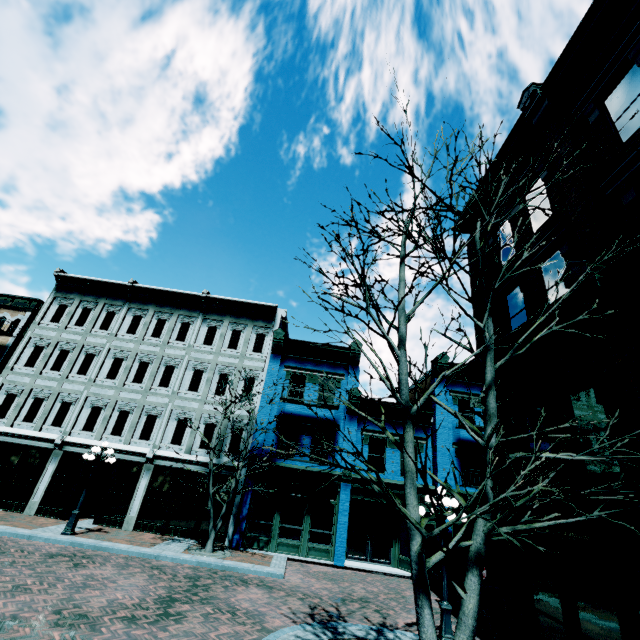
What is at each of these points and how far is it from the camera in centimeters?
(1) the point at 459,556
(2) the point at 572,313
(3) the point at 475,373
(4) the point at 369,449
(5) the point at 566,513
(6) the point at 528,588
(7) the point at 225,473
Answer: (1) building, 1589cm
(2) building, 755cm
(3) building, 1172cm
(4) building, 1795cm
(5) building, 735cm
(6) building, 824cm
(7) building, 1708cm

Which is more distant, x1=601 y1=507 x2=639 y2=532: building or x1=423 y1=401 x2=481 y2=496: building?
x1=423 y1=401 x2=481 y2=496: building

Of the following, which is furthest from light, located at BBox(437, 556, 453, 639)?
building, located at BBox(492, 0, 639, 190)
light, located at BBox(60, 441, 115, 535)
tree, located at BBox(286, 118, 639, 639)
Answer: light, located at BBox(60, 441, 115, 535)

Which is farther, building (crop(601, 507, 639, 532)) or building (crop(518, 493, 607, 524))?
building (crop(518, 493, 607, 524))

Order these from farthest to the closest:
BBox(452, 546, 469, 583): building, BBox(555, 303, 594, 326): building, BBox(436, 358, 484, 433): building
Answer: BBox(452, 546, 469, 583): building < BBox(436, 358, 484, 433): building < BBox(555, 303, 594, 326): building

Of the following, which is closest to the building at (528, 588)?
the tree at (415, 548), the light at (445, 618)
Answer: the light at (445, 618)

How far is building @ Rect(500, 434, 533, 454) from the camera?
9.1m

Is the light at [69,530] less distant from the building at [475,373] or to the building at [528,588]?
the building at [475,373]
